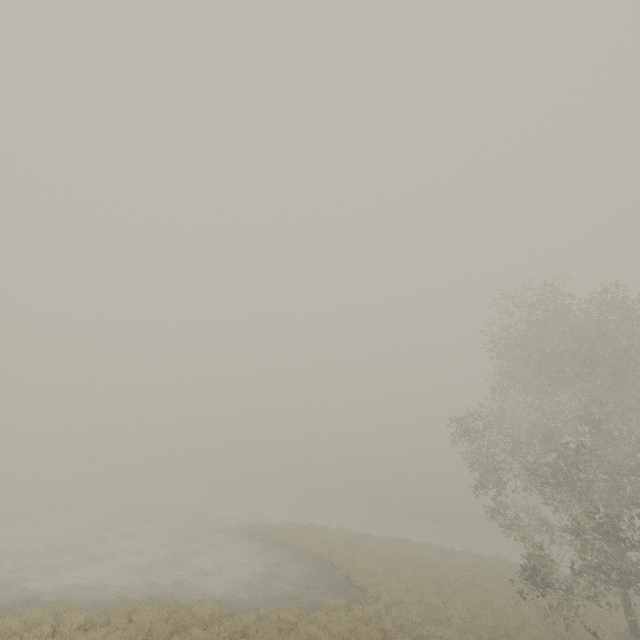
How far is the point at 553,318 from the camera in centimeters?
1822cm
